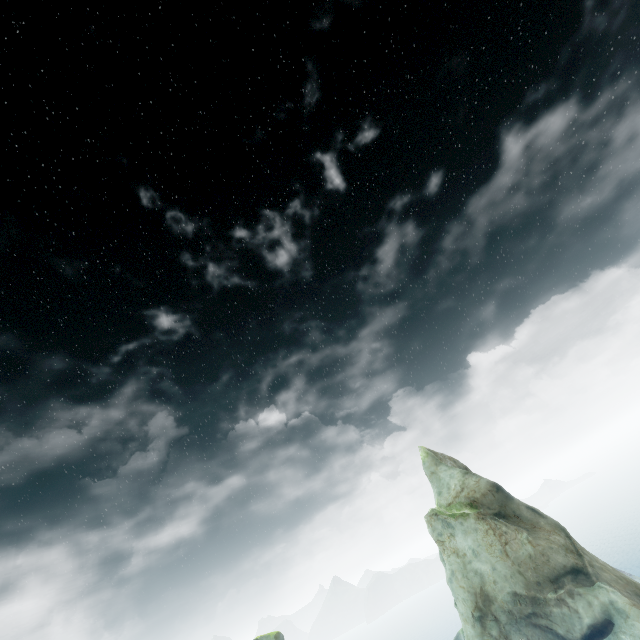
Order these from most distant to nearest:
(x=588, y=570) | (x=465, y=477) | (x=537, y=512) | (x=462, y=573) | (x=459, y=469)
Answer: (x=459, y=469) < (x=465, y=477) < (x=537, y=512) < (x=462, y=573) < (x=588, y=570)
